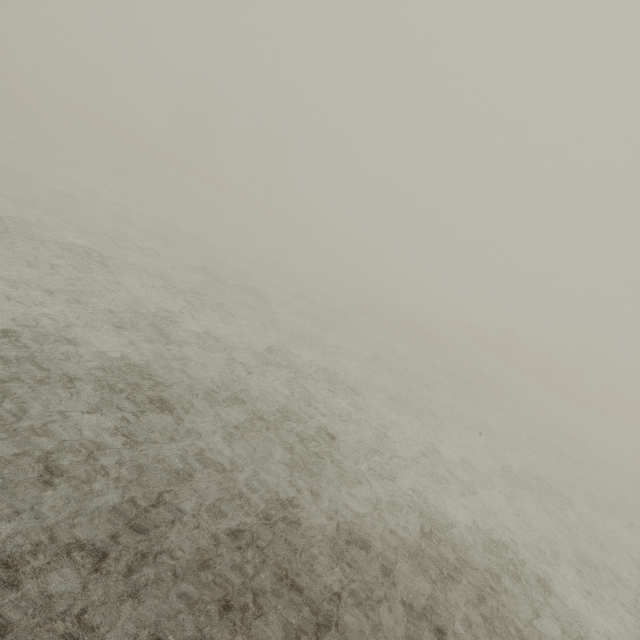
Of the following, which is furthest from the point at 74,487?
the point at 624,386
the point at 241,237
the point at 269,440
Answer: the point at 624,386
